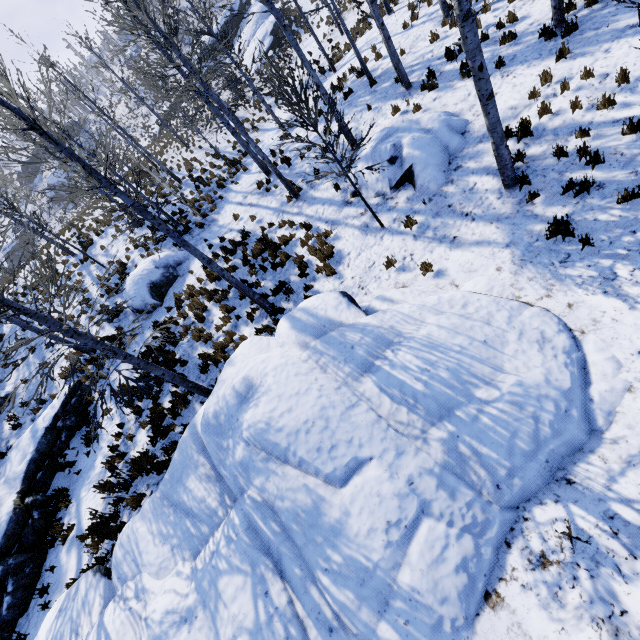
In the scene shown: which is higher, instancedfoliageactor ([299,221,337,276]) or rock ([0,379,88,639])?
rock ([0,379,88,639])

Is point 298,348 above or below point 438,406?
above

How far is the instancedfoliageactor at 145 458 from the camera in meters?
7.7

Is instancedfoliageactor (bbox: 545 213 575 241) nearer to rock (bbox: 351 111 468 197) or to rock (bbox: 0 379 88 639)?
rock (bbox: 0 379 88 639)

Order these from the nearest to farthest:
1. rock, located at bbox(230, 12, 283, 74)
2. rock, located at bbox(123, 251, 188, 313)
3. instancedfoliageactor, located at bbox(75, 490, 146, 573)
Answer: instancedfoliageactor, located at bbox(75, 490, 146, 573)
rock, located at bbox(123, 251, 188, 313)
rock, located at bbox(230, 12, 283, 74)

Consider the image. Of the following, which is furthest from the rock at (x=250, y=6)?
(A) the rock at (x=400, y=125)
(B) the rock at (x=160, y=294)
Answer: (A) the rock at (x=400, y=125)

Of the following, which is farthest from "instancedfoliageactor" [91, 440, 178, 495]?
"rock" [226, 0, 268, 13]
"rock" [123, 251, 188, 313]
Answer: "rock" [226, 0, 268, 13]

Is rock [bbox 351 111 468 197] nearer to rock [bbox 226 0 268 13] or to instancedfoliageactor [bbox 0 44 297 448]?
instancedfoliageactor [bbox 0 44 297 448]
